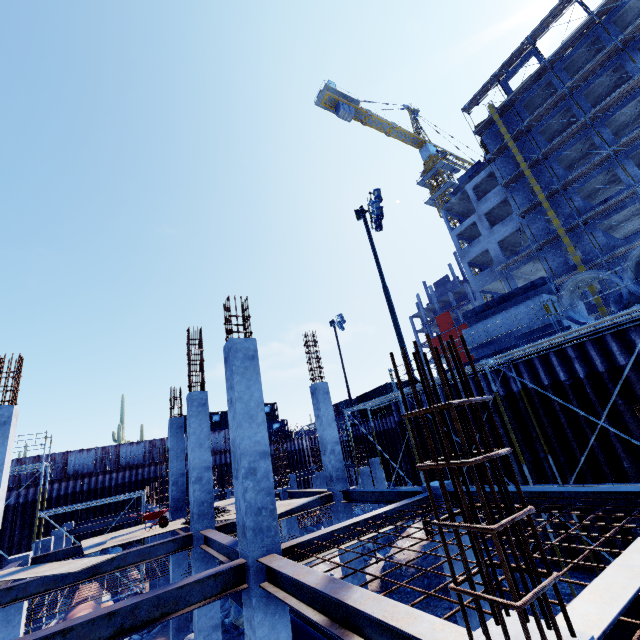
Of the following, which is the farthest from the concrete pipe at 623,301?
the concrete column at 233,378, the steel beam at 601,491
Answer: the concrete column at 233,378

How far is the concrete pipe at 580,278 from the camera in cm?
959

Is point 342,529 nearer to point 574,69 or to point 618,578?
point 618,578

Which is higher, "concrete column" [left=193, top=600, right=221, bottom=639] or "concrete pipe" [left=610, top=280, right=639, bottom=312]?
"concrete pipe" [left=610, top=280, right=639, bottom=312]

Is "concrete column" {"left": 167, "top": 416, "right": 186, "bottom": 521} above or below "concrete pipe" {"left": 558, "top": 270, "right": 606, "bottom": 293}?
below

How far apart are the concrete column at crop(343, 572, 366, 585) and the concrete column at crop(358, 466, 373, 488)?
6.17m

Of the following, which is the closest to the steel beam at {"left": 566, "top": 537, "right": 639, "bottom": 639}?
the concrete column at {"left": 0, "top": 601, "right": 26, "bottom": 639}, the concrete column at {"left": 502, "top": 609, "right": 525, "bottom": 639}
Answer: the concrete column at {"left": 502, "top": 609, "right": 525, "bottom": 639}

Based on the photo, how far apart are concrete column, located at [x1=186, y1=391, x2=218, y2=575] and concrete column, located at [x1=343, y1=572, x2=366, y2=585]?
4.3 meters
